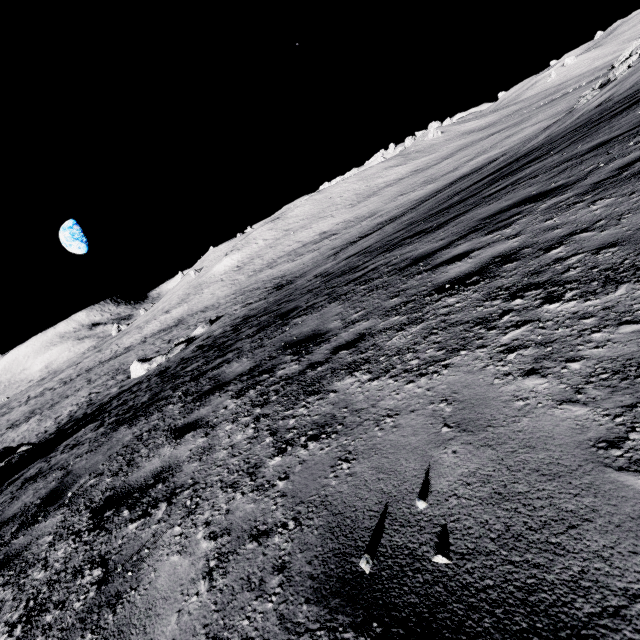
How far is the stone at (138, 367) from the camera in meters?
24.1

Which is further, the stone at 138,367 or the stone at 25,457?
the stone at 138,367

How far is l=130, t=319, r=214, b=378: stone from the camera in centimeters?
2408cm

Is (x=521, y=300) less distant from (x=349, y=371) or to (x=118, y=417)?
(x=349, y=371)

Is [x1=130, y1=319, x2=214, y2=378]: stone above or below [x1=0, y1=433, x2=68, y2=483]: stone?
below

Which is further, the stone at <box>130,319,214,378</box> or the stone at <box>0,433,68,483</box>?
the stone at <box>130,319,214,378</box>
